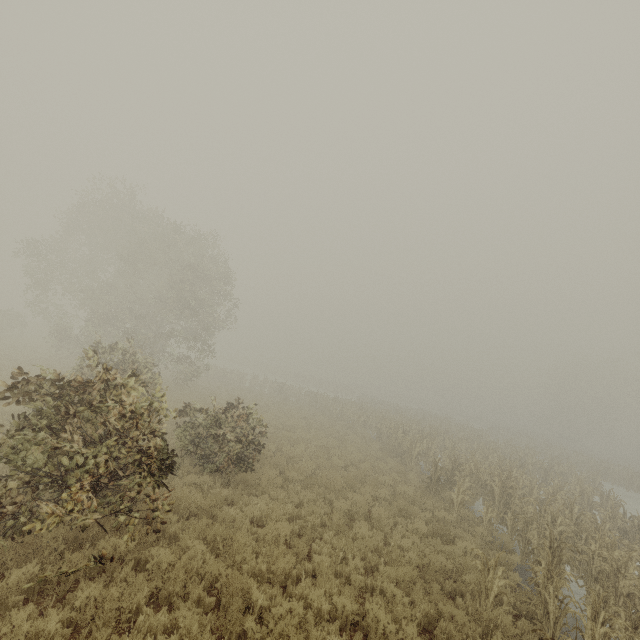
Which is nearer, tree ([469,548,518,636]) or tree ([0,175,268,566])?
tree ([0,175,268,566])

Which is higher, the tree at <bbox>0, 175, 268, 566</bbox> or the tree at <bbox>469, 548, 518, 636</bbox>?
the tree at <bbox>0, 175, 268, 566</bbox>

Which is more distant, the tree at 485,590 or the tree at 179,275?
the tree at 485,590

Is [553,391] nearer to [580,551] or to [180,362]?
[580,551]

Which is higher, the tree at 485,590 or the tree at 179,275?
the tree at 179,275
